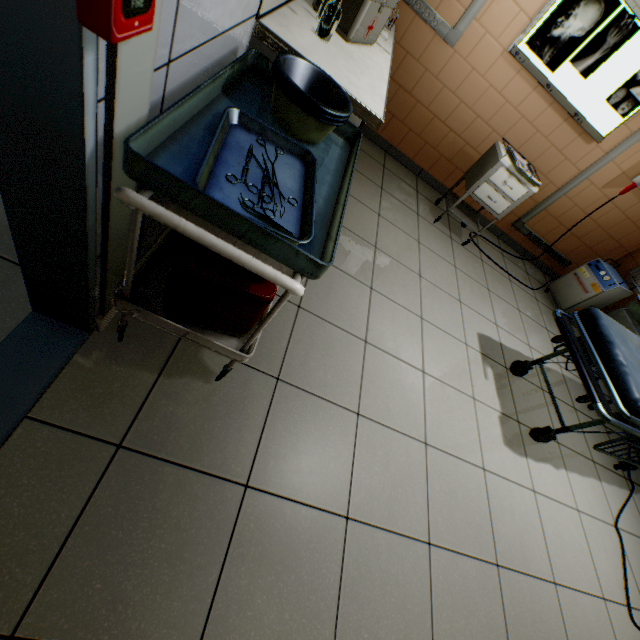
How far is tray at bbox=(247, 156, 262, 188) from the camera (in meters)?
0.94

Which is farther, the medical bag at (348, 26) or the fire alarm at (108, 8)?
the medical bag at (348, 26)

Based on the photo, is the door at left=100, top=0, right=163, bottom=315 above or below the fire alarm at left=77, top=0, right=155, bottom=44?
below

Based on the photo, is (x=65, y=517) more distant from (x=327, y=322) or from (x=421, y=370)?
(x=421, y=370)

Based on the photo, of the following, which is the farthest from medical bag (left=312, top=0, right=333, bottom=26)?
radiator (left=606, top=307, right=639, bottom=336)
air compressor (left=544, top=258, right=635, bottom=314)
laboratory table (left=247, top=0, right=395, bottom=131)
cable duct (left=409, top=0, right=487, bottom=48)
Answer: radiator (left=606, top=307, right=639, bottom=336)

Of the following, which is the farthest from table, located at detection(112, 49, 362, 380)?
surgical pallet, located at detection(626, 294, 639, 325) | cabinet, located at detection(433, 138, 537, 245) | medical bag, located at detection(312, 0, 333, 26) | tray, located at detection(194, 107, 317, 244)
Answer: surgical pallet, located at detection(626, 294, 639, 325)

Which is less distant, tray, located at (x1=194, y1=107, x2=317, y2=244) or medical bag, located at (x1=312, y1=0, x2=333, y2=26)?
tray, located at (x1=194, y1=107, x2=317, y2=244)

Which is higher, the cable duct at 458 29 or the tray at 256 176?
the cable duct at 458 29
